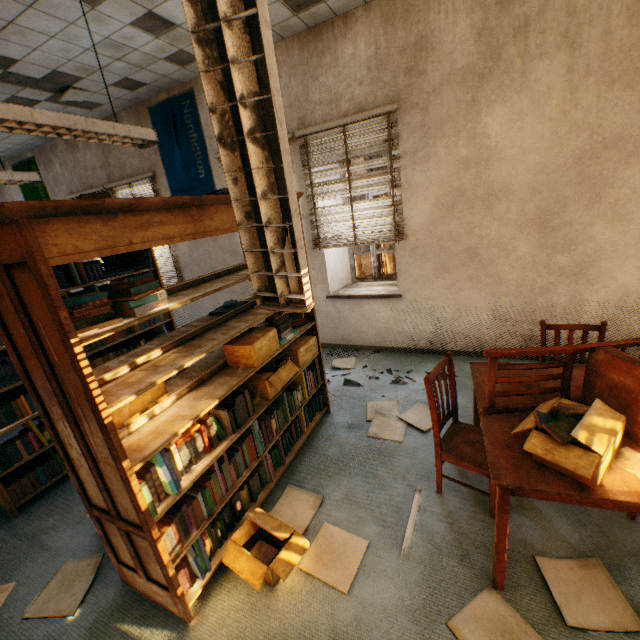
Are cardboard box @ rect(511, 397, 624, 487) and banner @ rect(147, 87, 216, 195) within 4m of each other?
no

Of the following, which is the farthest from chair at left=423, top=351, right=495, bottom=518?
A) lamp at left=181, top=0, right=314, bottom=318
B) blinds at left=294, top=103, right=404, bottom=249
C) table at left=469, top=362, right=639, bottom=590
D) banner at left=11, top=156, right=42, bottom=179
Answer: banner at left=11, top=156, right=42, bottom=179

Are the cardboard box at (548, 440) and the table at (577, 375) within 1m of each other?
yes

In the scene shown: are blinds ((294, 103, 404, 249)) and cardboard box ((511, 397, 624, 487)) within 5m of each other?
yes

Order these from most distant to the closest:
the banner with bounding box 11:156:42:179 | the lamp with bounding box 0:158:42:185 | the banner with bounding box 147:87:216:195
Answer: the banner with bounding box 11:156:42:179 → the banner with bounding box 147:87:216:195 → the lamp with bounding box 0:158:42:185

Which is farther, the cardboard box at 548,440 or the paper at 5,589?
the paper at 5,589

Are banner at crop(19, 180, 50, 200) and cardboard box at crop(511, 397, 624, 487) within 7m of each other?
no

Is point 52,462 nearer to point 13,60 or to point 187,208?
point 187,208
